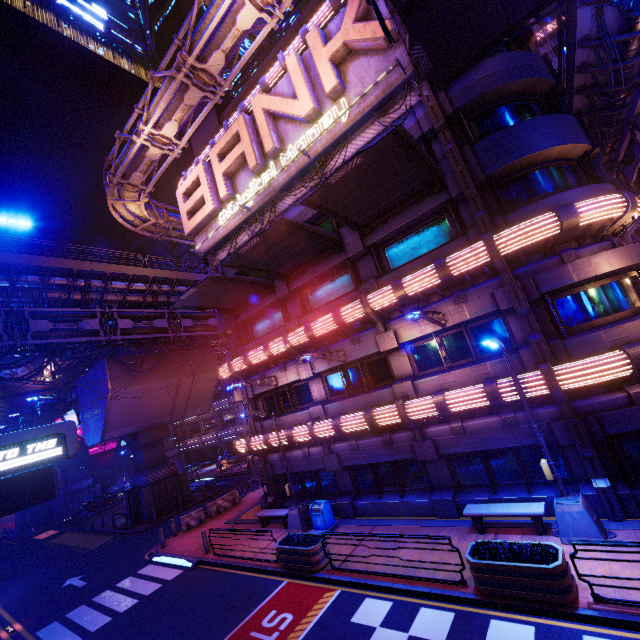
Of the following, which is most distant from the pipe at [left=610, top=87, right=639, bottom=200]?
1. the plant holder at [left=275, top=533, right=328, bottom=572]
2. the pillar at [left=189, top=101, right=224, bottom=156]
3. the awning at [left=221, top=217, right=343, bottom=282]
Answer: A: the pillar at [left=189, top=101, right=224, bottom=156]

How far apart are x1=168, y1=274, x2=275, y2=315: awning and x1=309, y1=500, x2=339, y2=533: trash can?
10.9 meters

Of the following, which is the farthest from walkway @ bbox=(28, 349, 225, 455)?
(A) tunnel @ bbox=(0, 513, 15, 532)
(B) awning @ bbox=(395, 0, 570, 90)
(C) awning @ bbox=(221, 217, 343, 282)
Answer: (B) awning @ bbox=(395, 0, 570, 90)

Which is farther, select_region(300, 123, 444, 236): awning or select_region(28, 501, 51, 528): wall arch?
select_region(28, 501, 51, 528): wall arch

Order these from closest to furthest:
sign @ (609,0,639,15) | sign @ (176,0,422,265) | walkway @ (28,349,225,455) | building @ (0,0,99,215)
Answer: sign @ (609,0,639,15)
sign @ (176,0,422,265)
walkway @ (28,349,225,455)
building @ (0,0,99,215)

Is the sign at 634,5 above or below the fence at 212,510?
above

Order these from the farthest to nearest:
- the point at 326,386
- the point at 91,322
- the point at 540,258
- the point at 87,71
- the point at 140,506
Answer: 1. the point at 87,71
2. the point at 140,506
3. the point at 91,322
4. the point at 326,386
5. the point at 540,258

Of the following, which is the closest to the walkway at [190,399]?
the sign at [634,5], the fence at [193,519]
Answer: the fence at [193,519]
